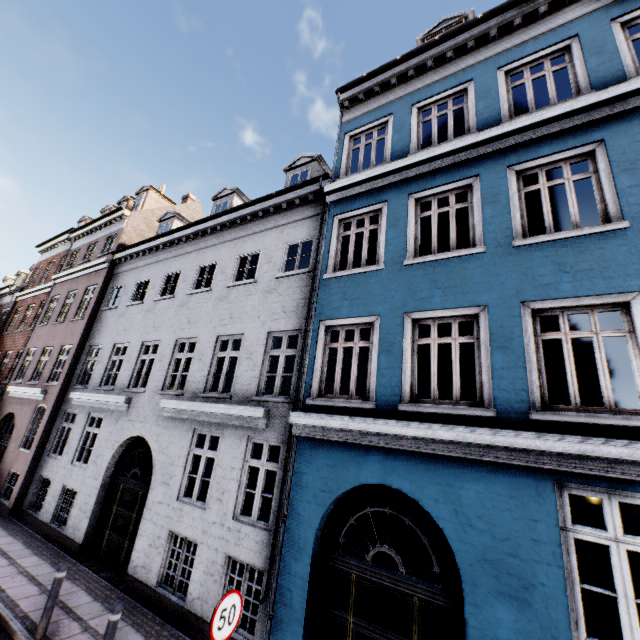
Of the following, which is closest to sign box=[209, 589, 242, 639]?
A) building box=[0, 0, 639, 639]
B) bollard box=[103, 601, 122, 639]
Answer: building box=[0, 0, 639, 639]

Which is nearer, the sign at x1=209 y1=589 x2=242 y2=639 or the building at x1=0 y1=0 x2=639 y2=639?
the sign at x1=209 y1=589 x2=242 y2=639

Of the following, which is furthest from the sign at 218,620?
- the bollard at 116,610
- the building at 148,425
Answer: the bollard at 116,610

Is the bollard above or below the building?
below

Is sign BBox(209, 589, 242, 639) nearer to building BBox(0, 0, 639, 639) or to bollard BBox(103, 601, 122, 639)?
building BBox(0, 0, 639, 639)

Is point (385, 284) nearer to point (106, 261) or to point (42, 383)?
point (106, 261)

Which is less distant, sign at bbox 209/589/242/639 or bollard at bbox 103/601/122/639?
sign at bbox 209/589/242/639

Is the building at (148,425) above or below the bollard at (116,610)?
above
